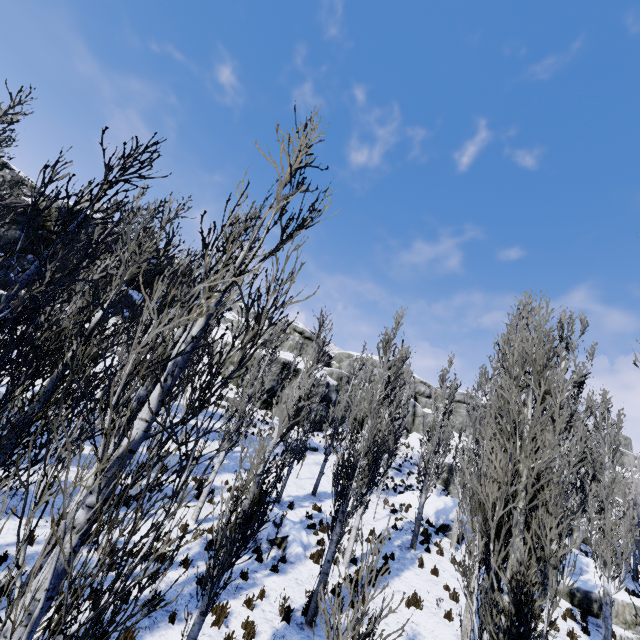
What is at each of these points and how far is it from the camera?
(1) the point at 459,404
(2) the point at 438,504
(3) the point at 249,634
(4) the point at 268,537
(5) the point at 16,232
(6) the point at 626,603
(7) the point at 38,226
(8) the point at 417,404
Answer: (1) rock, 50.1 meters
(2) rock, 22.2 meters
(3) instancedfoliageactor, 8.0 meters
(4) rock, 12.6 meters
(5) rock, 23.0 meters
(6) rock, 13.2 meters
(7) rock, 24.2 meters
(8) rock, 47.4 meters

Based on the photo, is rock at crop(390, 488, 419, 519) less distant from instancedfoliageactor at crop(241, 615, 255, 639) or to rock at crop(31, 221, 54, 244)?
instancedfoliageactor at crop(241, 615, 255, 639)

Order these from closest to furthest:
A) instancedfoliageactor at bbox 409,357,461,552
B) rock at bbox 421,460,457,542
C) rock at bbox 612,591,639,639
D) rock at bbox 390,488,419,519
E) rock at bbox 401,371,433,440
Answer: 1. rock at bbox 612,591,639,639
2. instancedfoliageactor at bbox 409,357,461,552
3. rock at bbox 421,460,457,542
4. rock at bbox 390,488,419,519
5. rock at bbox 401,371,433,440

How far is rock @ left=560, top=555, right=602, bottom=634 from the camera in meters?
13.6

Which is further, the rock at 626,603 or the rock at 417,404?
the rock at 417,404

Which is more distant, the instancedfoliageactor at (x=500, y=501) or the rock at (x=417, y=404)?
the rock at (x=417, y=404)

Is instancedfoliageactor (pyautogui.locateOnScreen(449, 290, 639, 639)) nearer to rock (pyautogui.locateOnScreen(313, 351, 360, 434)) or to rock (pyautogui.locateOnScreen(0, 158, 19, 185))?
rock (pyautogui.locateOnScreen(313, 351, 360, 434))

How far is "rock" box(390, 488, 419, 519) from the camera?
20.9m
